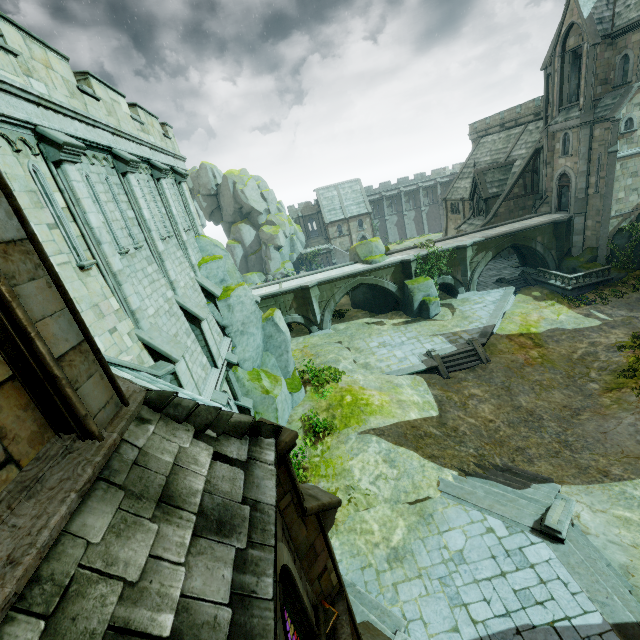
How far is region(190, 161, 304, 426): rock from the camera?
16.3 meters

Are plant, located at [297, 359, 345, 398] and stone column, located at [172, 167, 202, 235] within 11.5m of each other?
yes

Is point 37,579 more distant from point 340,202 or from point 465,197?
point 340,202

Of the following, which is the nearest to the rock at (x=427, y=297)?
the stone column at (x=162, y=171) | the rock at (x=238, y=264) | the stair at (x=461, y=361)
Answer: the stair at (x=461, y=361)

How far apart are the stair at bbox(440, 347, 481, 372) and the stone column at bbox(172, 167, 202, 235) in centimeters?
1696cm

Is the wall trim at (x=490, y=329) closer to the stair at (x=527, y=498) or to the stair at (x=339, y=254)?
the stair at (x=527, y=498)

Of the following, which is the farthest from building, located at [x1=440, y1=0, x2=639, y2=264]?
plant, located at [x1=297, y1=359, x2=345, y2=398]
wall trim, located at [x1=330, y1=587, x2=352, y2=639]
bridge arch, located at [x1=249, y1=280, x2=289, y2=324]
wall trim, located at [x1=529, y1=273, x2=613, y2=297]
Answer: bridge arch, located at [x1=249, y1=280, x2=289, y2=324]

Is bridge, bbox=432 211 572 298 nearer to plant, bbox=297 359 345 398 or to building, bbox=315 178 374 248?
building, bbox=315 178 374 248
